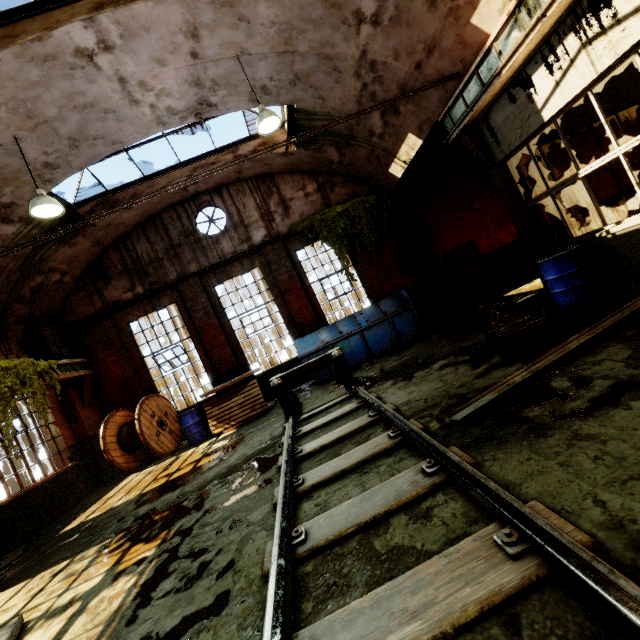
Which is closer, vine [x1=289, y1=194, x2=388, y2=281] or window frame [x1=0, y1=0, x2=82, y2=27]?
window frame [x1=0, y1=0, x2=82, y2=27]

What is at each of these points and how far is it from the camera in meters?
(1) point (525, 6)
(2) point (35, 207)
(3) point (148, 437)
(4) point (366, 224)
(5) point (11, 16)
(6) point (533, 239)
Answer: (1) beam, 4.9 m
(2) hanging light, 6.1 m
(3) cable drum, 9.0 m
(4) vine, 11.4 m
(5) window frame, 5.1 m
(6) pillar, 7.0 m

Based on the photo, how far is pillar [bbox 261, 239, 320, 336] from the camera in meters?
11.2 m

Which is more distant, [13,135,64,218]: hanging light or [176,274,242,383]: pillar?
[176,274,242,383]: pillar

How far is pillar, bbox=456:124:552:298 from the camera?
7.0 meters

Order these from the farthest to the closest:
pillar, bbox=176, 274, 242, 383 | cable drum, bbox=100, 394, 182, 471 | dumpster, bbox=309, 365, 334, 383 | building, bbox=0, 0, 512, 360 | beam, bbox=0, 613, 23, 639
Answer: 1. pillar, bbox=176, 274, 242, 383
2. dumpster, bbox=309, 365, 334, 383
3. cable drum, bbox=100, 394, 182, 471
4. building, bbox=0, 0, 512, 360
5. beam, bbox=0, 613, 23, 639

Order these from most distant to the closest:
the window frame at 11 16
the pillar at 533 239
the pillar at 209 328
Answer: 1. the pillar at 209 328
2. the pillar at 533 239
3. the window frame at 11 16

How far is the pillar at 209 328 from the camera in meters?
10.9
